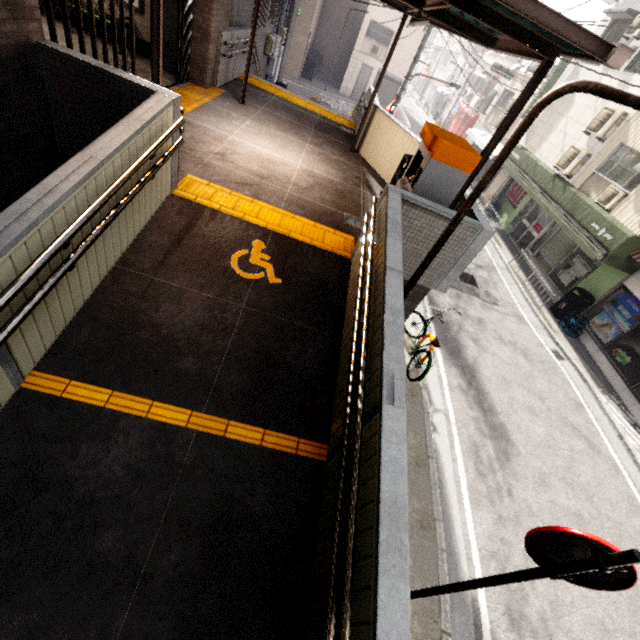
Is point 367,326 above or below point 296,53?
above

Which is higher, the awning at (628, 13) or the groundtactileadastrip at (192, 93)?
the awning at (628, 13)

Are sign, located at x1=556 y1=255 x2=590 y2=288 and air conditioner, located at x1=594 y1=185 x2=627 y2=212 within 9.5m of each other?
yes

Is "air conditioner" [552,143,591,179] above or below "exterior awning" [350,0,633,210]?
below

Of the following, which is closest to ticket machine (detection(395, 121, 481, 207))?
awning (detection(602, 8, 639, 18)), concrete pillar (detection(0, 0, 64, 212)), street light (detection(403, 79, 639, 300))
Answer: street light (detection(403, 79, 639, 300))

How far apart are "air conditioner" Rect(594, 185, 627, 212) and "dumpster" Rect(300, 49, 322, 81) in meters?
23.6

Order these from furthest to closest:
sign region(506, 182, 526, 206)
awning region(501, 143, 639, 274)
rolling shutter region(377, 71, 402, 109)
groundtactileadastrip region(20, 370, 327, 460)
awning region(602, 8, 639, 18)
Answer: rolling shutter region(377, 71, 402, 109)
sign region(506, 182, 526, 206)
awning region(602, 8, 639, 18)
awning region(501, 143, 639, 274)
groundtactileadastrip region(20, 370, 327, 460)

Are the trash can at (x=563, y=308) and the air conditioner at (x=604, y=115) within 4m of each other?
no
